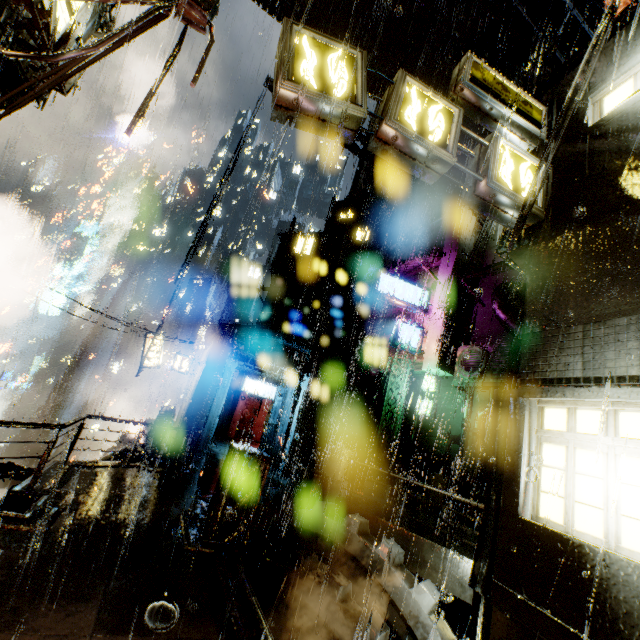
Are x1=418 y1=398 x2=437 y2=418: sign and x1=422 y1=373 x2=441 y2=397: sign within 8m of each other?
yes

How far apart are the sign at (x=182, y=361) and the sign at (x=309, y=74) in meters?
19.9 m

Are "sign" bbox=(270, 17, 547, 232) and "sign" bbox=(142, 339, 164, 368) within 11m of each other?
no

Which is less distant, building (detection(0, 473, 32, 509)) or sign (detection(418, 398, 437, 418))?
building (detection(0, 473, 32, 509))

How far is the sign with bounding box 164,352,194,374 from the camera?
22.1m

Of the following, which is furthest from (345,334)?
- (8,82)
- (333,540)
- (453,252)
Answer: (8,82)

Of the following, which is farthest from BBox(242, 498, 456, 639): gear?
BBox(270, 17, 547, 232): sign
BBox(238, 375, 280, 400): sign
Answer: BBox(238, 375, 280, 400): sign

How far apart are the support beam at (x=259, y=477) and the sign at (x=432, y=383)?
11.2 meters
